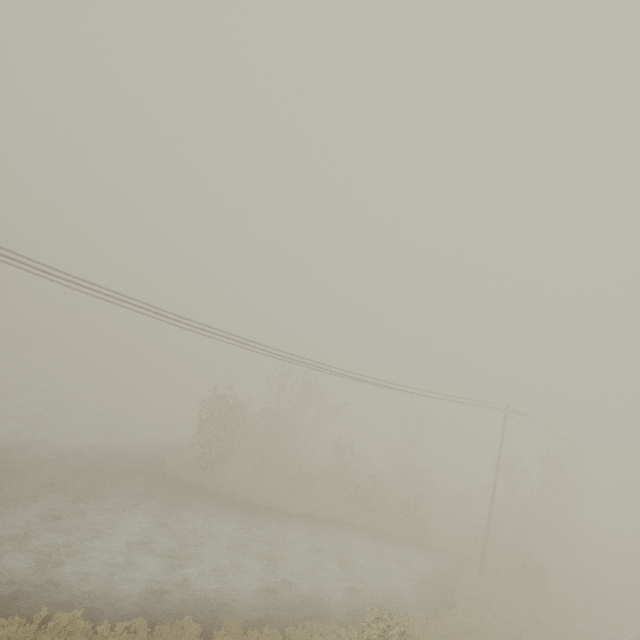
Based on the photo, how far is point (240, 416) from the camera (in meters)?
26.28
